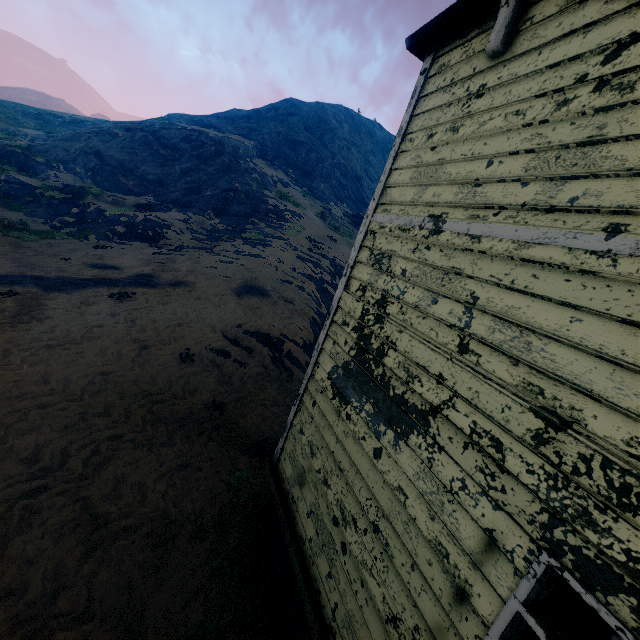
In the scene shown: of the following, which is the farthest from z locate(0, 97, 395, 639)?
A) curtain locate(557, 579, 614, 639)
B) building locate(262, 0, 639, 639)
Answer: curtain locate(557, 579, 614, 639)

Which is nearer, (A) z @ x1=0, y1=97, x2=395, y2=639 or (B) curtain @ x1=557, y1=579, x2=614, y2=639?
(B) curtain @ x1=557, y1=579, x2=614, y2=639

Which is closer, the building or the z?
the building

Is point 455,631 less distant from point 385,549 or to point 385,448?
point 385,549

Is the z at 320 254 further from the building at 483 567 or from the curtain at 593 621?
the curtain at 593 621

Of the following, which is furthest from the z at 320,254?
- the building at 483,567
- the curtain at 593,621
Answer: the curtain at 593,621

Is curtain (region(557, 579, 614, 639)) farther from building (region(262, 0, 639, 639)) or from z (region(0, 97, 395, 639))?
z (region(0, 97, 395, 639))
